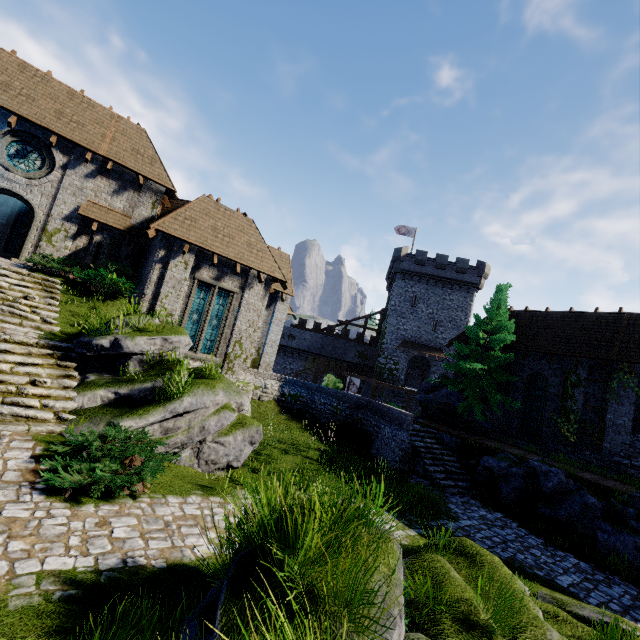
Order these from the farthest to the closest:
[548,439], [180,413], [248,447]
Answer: [548,439]
[248,447]
[180,413]

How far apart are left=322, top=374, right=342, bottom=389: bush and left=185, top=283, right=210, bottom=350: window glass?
8.3 meters

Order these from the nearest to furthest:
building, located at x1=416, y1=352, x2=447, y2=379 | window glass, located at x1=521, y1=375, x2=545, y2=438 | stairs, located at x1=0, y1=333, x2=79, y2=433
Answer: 1. stairs, located at x1=0, y1=333, x2=79, y2=433
2. window glass, located at x1=521, y1=375, x2=545, y2=438
3. building, located at x1=416, y1=352, x2=447, y2=379

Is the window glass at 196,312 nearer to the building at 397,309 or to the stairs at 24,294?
the stairs at 24,294

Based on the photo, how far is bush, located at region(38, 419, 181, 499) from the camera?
5.7m

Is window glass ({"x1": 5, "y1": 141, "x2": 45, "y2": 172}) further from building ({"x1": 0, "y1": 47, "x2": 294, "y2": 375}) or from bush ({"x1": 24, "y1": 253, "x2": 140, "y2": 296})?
bush ({"x1": 24, "y1": 253, "x2": 140, "y2": 296})

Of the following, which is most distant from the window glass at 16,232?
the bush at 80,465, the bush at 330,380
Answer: the bush at 330,380

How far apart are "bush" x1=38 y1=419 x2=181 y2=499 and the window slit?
11.0m
